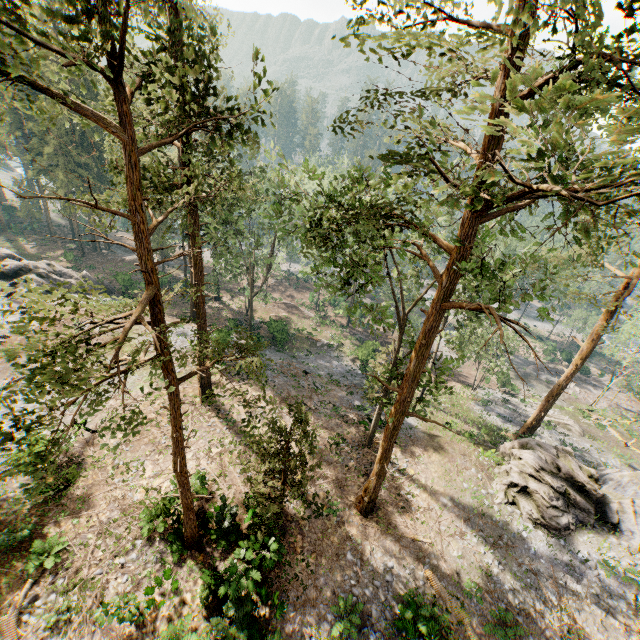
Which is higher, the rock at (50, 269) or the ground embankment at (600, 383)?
the rock at (50, 269)

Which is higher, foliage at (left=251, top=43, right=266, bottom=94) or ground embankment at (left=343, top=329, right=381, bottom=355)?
foliage at (left=251, top=43, right=266, bottom=94)

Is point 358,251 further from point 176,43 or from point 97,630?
point 97,630

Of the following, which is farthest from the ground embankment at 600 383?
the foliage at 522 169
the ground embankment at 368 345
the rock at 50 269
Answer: the rock at 50 269

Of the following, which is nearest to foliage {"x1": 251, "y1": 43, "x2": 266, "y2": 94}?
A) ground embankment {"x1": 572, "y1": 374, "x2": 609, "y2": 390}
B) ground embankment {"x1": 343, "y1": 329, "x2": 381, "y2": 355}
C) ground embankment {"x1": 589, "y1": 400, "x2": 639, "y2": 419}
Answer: ground embankment {"x1": 589, "y1": 400, "x2": 639, "y2": 419}

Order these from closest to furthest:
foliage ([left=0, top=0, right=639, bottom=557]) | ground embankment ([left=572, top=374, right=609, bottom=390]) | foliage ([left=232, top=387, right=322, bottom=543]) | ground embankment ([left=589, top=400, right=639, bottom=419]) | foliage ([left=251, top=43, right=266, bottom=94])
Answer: foliage ([left=0, top=0, right=639, bottom=557])
foliage ([left=251, top=43, right=266, bottom=94])
foliage ([left=232, top=387, right=322, bottom=543])
ground embankment ([left=589, top=400, right=639, bottom=419])
ground embankment ([left=572, top=374, right=609, bottom=390])

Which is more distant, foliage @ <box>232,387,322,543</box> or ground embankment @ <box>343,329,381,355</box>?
ground embankment @ <box>343,329,381,355</box>

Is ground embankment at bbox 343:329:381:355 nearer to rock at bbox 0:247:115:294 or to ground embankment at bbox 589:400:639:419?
ground embankment at bbox 589:400:639:419
